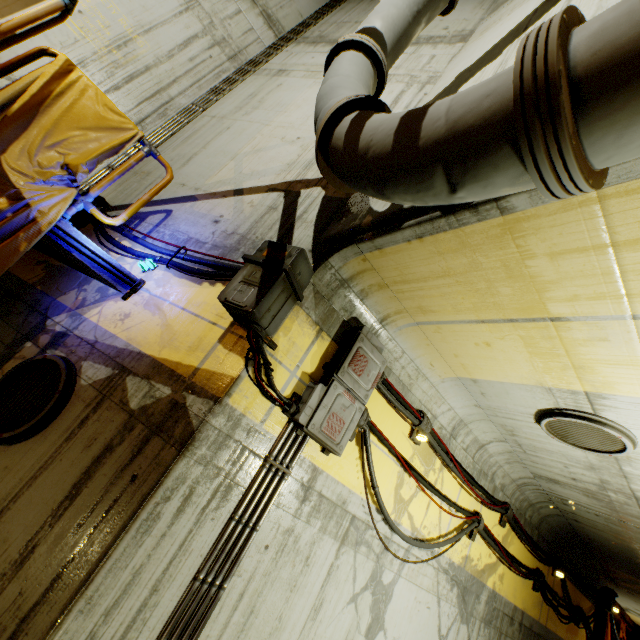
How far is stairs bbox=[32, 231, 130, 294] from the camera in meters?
3.2 m

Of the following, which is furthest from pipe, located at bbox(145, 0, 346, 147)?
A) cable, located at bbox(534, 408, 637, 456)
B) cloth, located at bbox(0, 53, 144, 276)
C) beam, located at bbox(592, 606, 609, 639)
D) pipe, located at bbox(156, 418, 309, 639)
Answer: beam, located at bbox(592, 606, 609, 639)

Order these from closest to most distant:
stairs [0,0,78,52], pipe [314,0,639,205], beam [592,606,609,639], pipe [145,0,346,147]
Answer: pipe [314,0,639,205] → stairs [0,0,78,52] → pipe [145,0,346,147] → beam [592,606,609,639]

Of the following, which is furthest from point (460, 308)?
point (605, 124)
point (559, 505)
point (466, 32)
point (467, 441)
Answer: point (466, 32)

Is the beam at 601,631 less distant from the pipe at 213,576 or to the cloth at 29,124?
the pipe at 213,576

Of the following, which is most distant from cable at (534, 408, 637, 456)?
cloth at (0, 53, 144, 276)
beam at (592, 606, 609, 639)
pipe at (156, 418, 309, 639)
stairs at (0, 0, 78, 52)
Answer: beam at (592, 606, 609, 639)

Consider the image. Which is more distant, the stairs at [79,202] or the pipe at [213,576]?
the stairs at [79,202]

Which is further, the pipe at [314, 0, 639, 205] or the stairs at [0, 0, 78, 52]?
the stairs at [0, 0, 78, 52]
